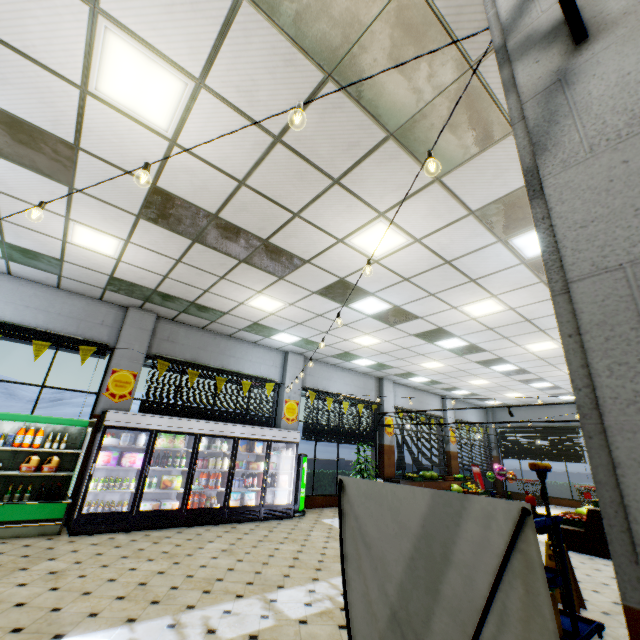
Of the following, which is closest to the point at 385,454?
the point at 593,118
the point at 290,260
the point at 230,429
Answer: the point at 230,429

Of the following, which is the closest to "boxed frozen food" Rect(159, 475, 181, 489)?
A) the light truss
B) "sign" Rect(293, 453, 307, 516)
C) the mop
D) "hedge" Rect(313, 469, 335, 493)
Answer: "sign" Rect(293, 453, 307, 516)

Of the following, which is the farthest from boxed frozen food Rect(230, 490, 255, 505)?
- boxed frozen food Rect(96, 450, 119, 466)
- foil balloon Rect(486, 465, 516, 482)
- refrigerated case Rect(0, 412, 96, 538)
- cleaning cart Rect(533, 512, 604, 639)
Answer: foil balloon Rect(486, 465, 516, 482)

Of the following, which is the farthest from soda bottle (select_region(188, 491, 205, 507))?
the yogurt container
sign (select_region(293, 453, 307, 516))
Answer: sign (select_region(293, 453, 307, 516))

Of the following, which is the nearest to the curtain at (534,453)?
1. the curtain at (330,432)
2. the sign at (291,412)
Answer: the curtain at (330,432)

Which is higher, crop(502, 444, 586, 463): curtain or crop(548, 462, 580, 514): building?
crop(502, 444, 586, 463): curtain

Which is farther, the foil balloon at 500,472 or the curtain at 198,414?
the foil balloon at 500,472

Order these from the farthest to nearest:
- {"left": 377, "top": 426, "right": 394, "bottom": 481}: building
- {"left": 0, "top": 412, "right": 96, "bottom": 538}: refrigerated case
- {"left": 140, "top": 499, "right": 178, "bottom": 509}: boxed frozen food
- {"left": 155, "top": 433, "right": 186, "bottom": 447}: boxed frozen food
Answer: {"left": 377, "top": 426, "right": 394, "bottom": 481}: building, {"left": 155, "top": 433, "right": 186, "bottom": 447}: boxed frozen food, {"left": 140, "top": 499, "right": 178, "bottom": 509}: boxed frozen food, {"left": 0, "top": 412, "right": 96, "bottom": 538}: refrigerated case
